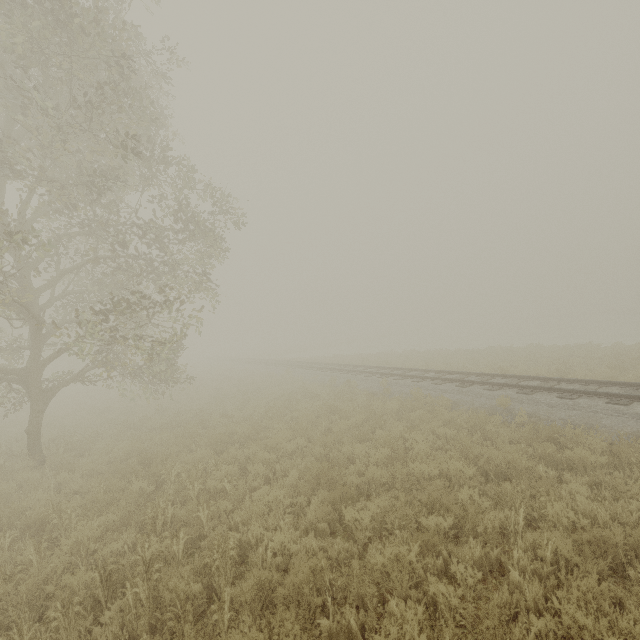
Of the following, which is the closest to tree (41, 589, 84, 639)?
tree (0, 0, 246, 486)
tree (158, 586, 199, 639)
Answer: tree (158, 586, 199, 639)

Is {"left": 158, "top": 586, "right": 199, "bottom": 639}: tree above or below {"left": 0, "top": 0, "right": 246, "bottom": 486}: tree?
below

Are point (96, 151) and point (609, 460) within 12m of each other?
no

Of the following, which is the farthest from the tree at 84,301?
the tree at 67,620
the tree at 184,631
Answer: the tree at 184,631

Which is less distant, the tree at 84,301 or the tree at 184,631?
the tree at 184,631

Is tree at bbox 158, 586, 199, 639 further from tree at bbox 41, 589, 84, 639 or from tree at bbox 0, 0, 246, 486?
tree at bbox 0, 0, 246, 486
